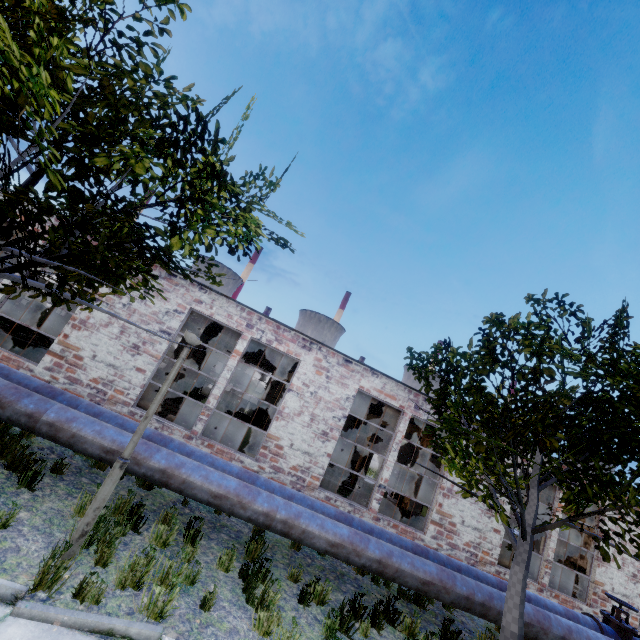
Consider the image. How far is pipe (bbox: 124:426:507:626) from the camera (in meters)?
5.75

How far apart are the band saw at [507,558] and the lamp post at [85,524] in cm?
1295

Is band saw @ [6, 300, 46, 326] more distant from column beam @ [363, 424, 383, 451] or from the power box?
column beam @ [363, 424, 383, 451]

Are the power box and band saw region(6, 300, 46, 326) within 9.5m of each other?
yes

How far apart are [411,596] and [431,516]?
2.7m

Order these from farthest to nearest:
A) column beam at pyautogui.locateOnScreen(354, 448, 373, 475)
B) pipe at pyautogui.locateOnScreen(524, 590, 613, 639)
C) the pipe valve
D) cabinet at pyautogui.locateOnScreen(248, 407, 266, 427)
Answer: cabinet at pyautogui.locateOnScreen(248, 407, 266, 427) → column beam at pyautogui.locateOnScreen(354, 448, 373, 475) → the pipe valve → pipe at pyautogui.locateOnScreen(524, 590, 613, 639)

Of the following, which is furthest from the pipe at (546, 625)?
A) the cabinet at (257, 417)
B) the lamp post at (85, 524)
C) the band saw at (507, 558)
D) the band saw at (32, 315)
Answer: the cabinet at (257, 417)

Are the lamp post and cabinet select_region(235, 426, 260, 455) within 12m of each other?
yes
